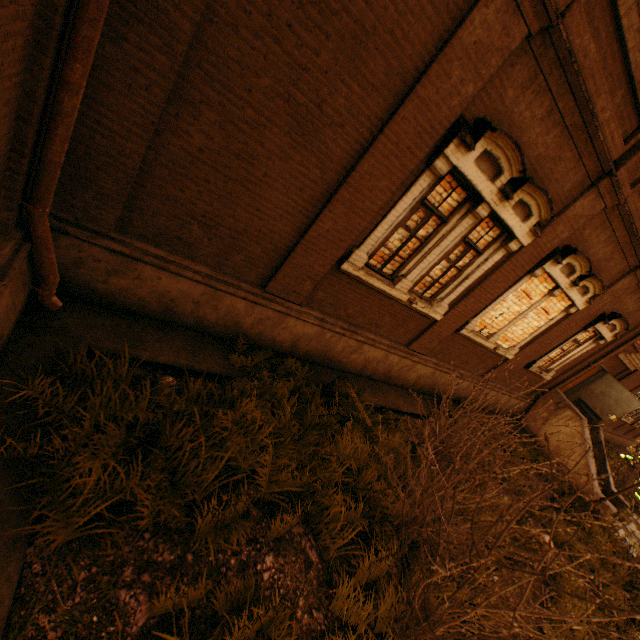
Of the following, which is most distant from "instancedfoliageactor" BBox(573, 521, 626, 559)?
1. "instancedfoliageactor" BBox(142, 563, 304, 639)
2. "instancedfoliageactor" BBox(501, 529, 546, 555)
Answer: "instancedfoliageactor" BBox(142, 563, 304, 639)

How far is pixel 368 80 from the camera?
3.7 meters

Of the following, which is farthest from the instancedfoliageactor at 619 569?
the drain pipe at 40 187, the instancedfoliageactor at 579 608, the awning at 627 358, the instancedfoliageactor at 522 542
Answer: the drain pipe at 40 187

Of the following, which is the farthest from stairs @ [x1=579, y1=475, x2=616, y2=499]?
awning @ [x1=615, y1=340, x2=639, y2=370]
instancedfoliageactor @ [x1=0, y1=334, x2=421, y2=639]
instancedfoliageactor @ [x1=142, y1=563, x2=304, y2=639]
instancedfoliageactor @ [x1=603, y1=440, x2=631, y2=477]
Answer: instancedfoliageactor @ [x1=142, y1=563, x2=304, y2=639]

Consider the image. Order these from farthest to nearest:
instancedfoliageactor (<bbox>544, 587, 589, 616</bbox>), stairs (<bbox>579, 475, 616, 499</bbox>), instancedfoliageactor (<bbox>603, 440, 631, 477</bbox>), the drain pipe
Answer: instancedfoliageactor (<bbox>603, 440, 631, 477</bbox>) < stairs (<bbox>579, 475, 616, 499</bbox>) < instancedfoliageactor (<bbox>544, 587, 589, 616</bbox>) < the drain pipe

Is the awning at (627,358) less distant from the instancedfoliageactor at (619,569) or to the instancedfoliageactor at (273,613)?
the instancedfoliageactor at (619,569)

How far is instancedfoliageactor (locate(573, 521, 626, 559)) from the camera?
8.8m

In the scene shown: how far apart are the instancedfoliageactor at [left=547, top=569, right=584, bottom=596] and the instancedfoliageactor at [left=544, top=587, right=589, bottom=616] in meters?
0.3
